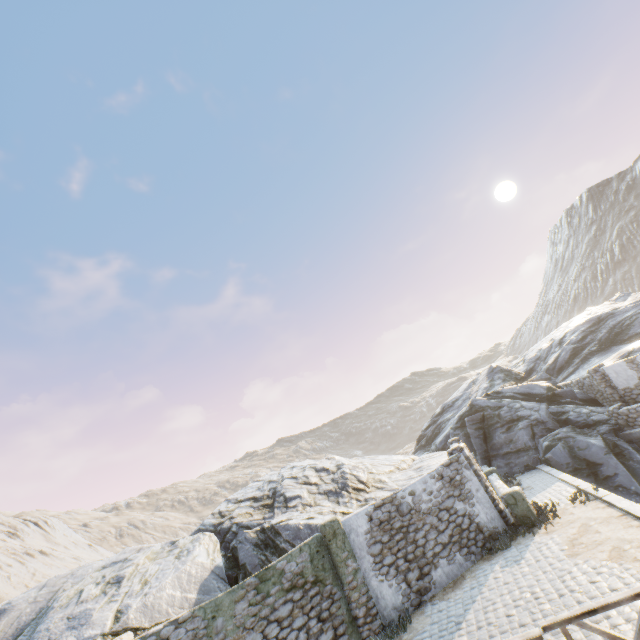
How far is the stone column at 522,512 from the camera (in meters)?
11.17

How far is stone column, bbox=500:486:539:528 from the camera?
11.2 meters

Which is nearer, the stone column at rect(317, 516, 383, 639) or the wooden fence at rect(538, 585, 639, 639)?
the wooden fence at rect(538, 585, 639, 639)

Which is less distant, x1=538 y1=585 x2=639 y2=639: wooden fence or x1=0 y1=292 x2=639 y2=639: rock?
x1=538 y1=585 x2=639 y2=639: wooden fence

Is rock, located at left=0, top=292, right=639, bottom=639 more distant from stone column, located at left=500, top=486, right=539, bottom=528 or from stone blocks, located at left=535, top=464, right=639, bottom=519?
stone column, located at left=500, top=486, right=539, bottom=528

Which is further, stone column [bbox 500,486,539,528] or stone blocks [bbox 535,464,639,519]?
stone column [bbox 500,486,539,528]

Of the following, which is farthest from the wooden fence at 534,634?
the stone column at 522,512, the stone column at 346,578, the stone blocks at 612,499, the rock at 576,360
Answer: the stone column at 522,512

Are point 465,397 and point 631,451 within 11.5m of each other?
no
